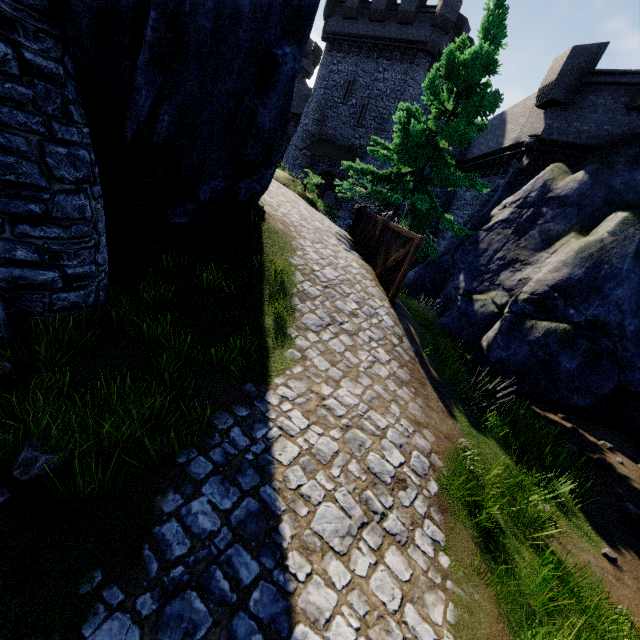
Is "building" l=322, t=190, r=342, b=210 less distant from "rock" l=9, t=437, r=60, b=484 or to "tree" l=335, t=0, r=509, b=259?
"tree" l=335, t=0, r=509, b=259

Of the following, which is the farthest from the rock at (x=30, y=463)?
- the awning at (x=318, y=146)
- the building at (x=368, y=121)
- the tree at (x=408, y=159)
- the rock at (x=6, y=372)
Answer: the building at (x=368, y=121)

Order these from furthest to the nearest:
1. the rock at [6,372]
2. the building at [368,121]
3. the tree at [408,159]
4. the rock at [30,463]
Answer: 1. the building at [368,121]
2. the tree at [408,159]
3. the rock at [6,372]
4. the rock at [30,463]

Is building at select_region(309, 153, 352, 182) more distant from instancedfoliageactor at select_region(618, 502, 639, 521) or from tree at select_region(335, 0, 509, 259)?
instancedfoliageactor at select_region(618, 502, 639, 521)

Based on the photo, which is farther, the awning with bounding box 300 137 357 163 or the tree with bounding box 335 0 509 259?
the awning with bounding box 300 137 357 163

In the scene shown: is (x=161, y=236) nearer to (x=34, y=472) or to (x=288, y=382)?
(x=288, y=382)

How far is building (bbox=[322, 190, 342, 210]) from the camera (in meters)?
29.11

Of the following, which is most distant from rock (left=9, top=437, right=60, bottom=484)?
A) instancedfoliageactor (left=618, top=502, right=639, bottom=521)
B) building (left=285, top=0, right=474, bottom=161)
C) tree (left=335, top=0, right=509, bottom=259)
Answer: building (left=285, top=0, right=474, bottom=161)
